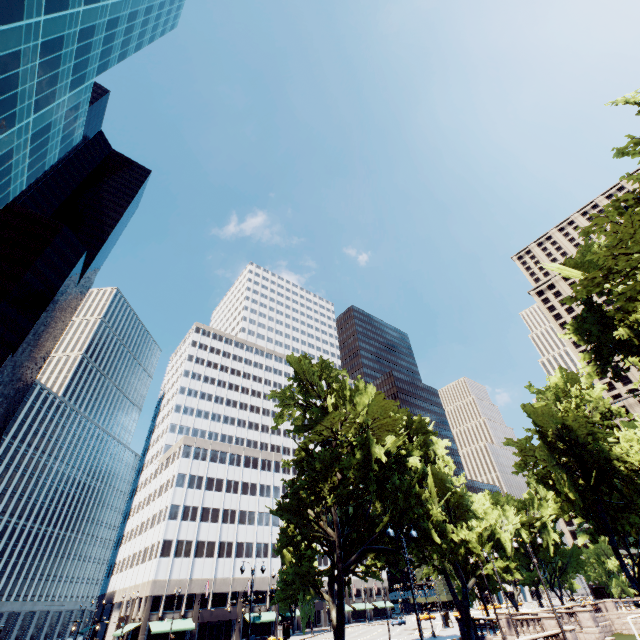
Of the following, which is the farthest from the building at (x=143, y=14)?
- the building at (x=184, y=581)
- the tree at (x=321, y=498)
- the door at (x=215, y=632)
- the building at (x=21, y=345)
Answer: the door at (x=215, y=632)

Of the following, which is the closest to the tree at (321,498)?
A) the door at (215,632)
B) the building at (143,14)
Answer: the door at (215,632)

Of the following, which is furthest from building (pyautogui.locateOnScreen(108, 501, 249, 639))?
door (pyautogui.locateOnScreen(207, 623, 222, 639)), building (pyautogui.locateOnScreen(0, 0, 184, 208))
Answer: building (pyautogui.locateOnScreen(0, 0, 184, 208))

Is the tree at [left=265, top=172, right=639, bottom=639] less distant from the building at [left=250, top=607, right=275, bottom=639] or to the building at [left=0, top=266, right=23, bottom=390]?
the building at [left=250, top=607, right=275, bottom=639]

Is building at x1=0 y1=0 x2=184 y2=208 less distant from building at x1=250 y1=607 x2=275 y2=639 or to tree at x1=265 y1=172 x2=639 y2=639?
tree at x1=265 y1=172 x2=639 y2=639

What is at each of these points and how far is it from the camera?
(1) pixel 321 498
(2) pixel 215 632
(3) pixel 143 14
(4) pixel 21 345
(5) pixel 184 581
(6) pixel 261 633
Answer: (1) tree, 27.1 meters
(2) door, 54.2 meters
(3) building, 42.6 meters
(4) building, 59.9 meters
(5) building, 54.8 meters
(6) building, 57.9 meters

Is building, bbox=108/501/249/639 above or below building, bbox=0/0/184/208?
below

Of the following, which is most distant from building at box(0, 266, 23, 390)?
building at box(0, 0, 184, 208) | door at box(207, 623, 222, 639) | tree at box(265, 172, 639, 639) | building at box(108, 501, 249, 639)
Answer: tree at box(265, 172, 639, 639)
